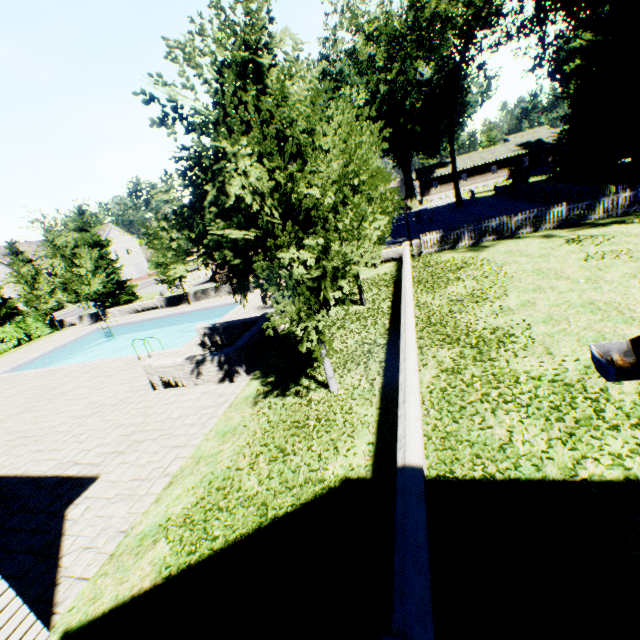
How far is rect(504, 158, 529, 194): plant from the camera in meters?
34.3 m

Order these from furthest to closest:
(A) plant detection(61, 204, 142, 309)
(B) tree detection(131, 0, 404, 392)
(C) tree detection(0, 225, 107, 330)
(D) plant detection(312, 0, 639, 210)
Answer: (A) plant detection(61, 204, 142, 309) < (C) tree detection(0, 225, 107, 330) < (D) plant detection(312, 0, 639, 210) < (B) tree detection(131, 0, 404, 392)

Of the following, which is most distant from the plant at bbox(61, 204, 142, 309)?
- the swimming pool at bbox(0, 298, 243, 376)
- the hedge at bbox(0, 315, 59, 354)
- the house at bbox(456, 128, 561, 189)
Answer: the swimming pool at bbox(0, 298, 243, 376)

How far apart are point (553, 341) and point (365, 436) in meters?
5.3 m

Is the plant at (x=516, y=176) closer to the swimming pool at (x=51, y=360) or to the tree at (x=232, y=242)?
the tree at (x=232, y=242)

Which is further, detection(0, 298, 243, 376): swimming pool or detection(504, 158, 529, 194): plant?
detection(504, 158, 529, 194): plant

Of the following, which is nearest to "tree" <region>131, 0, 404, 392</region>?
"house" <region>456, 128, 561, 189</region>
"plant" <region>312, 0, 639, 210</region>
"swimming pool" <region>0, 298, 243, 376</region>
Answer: "swimming pool" <region>0, 298, 243, 376</region>

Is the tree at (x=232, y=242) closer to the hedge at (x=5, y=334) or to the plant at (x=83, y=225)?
the plant at (x=83, y=225)
